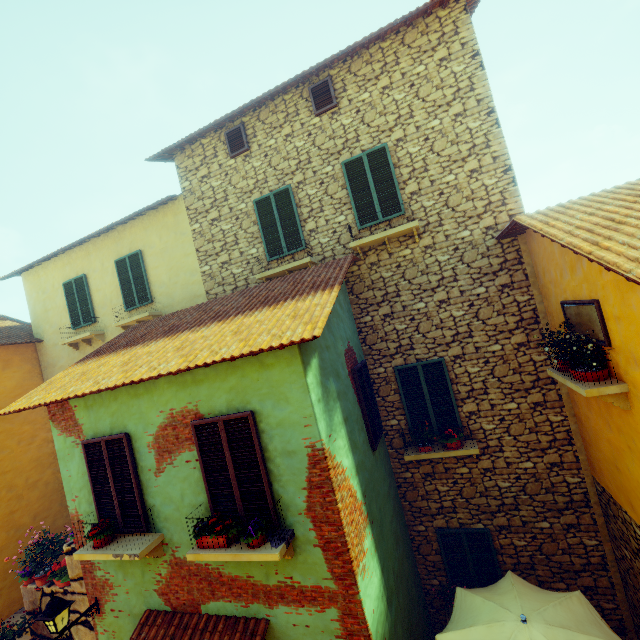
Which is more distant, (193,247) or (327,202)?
(193,247)

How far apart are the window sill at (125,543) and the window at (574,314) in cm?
728

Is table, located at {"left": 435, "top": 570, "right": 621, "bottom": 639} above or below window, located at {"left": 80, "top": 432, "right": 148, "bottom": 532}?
below

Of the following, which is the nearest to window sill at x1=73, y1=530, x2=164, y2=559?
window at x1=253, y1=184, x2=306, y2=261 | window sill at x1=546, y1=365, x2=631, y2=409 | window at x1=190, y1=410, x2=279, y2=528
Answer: window at x1=190, y1=410, x2=279, y2=528

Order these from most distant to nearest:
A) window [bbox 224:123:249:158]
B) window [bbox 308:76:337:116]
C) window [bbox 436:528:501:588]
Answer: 1. window [bbox 224:123:249:158]
2. window [bbox 308:76:337:116]
3. window [bbox 436:528:501:588]

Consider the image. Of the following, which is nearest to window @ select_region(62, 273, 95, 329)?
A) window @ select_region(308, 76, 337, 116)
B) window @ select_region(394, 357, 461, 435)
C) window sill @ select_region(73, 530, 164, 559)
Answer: window sill @ select_region(73, 530, 164, 559)

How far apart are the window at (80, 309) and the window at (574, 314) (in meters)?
12.52

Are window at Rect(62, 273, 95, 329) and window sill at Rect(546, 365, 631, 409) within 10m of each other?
no
